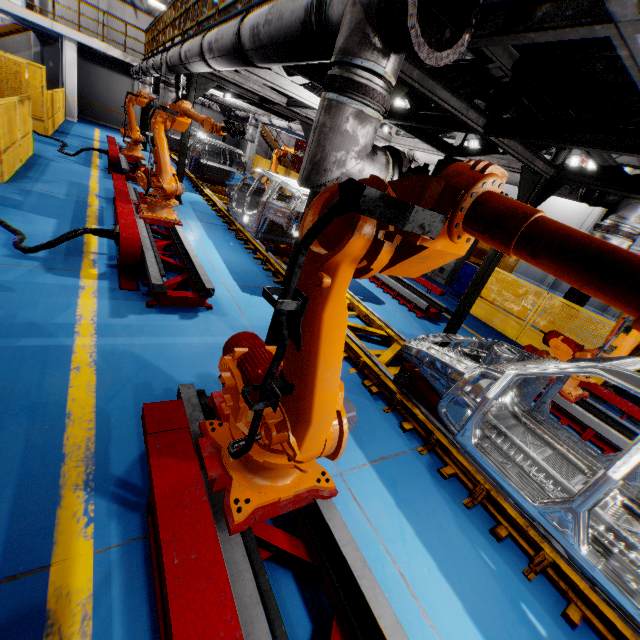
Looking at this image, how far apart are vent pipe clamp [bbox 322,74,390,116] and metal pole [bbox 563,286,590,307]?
8.44m

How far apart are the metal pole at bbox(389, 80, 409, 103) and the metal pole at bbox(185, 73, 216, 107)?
6.99m

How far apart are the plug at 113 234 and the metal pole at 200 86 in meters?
5.1 m

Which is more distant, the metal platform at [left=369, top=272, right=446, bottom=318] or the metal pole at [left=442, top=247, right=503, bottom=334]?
the metal platform at [left=369, top=272, right=446, bottom=318]

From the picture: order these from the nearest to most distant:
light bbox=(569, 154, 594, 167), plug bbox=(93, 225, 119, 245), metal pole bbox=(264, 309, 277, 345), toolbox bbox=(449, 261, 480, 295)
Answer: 1. metal pole bbox=(264, 309, 277, 345)
2. plug bbox=(93, 225, 119, 245)
3. toolbox bbox=(449, 261, 480, 295)
4. light bbox=(569, 154, 594, 167)

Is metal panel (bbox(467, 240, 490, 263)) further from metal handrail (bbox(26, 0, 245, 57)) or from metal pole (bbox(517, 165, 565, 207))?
metal pole (bbox(517, 165, 565, 207))

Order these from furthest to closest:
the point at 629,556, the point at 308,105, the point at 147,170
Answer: the point at 308,105 < the point at 147,170 < the point at 629,556

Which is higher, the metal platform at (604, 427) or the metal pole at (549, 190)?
the metal pole at (549, 190)
